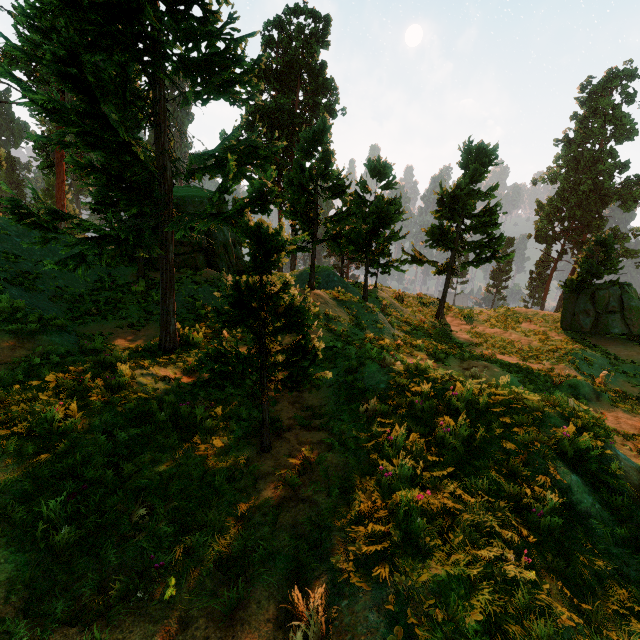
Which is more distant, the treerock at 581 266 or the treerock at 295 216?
the treerock at 581 266

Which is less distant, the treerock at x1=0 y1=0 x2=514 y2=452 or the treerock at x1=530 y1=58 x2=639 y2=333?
the treerock at x1=0 y1=0 x2=514 y2=452

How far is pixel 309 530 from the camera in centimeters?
371cm
